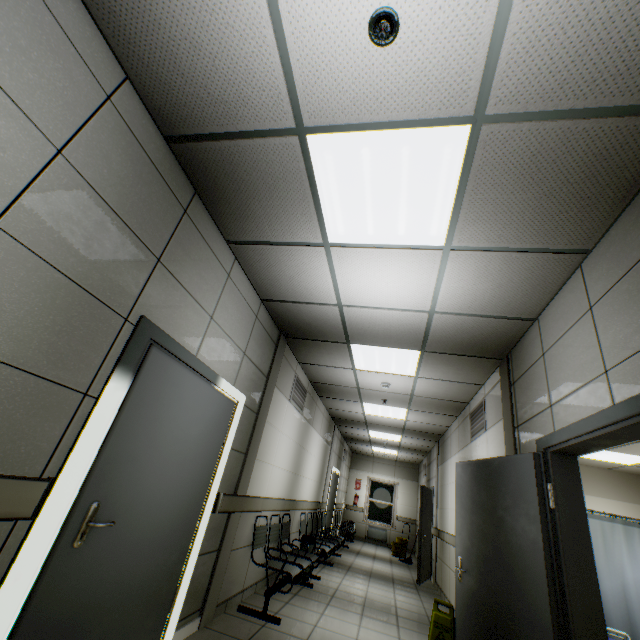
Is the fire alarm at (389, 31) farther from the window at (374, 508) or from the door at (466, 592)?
the window at (374, 508)

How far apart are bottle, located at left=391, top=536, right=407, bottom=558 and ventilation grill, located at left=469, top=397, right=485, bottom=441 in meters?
7.3 m

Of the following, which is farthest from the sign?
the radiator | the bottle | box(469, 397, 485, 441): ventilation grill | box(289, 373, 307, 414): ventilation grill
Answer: the radiator

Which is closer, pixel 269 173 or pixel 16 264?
pixel 16 264

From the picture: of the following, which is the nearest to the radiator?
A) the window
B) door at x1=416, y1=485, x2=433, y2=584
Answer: the window

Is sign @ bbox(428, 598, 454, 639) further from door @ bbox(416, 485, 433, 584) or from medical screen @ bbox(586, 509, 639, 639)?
door @ bbox(416, 485, 433, 584)

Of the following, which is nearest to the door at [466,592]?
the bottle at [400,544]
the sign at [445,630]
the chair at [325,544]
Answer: the sign at [445,630]

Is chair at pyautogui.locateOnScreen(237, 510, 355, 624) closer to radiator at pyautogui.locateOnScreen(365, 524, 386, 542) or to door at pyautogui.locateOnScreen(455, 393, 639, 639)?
door at pyautogui.locateOnScreen(455, 393, 639, 639)
